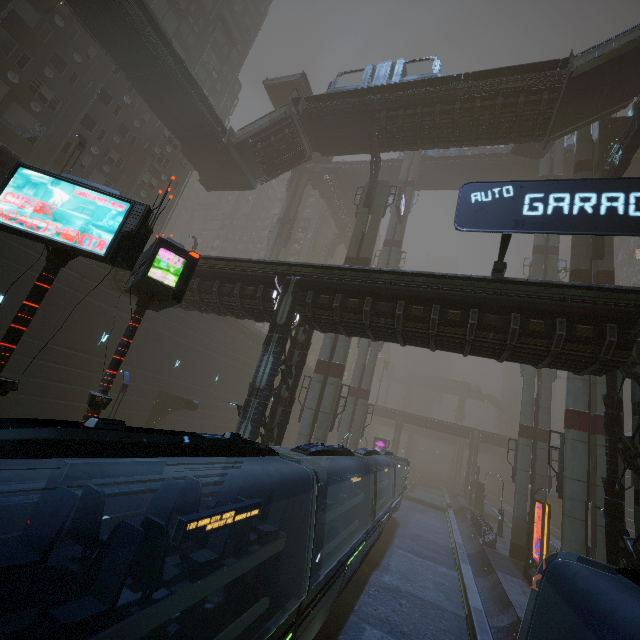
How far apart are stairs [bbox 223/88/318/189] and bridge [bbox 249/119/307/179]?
0.01m

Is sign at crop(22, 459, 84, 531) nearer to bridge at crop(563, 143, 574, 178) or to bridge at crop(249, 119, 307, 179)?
bridge at crop(249, 119, 307, 179)

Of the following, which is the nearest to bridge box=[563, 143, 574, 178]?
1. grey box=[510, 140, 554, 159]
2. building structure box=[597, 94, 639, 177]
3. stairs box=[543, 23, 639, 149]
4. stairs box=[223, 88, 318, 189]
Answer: building structure box=[597, 94, 639, 177]

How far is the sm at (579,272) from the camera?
19.88m

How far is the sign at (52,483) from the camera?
7.41m

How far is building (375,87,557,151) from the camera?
20.9 meters

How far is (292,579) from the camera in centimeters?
734cm
